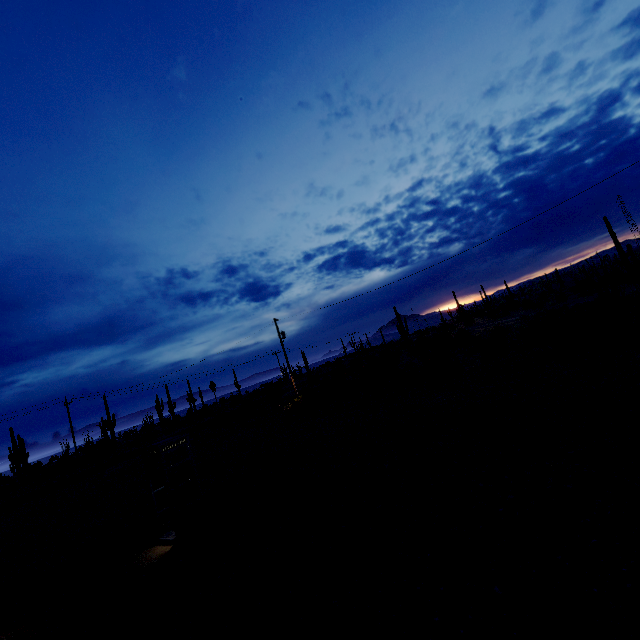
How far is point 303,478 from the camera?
10.81m

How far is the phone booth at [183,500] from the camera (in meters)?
9.02

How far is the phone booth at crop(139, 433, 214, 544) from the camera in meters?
9.0
